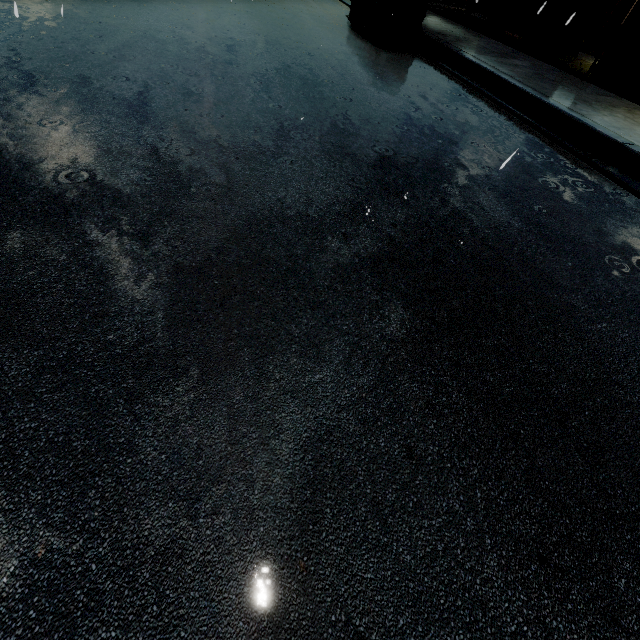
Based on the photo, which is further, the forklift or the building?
the forklift

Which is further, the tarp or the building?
the tarp

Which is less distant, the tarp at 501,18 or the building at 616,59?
the building at 616,59

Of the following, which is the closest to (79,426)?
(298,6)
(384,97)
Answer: (384,97)

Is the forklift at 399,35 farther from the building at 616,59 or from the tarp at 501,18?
the building at 616,59

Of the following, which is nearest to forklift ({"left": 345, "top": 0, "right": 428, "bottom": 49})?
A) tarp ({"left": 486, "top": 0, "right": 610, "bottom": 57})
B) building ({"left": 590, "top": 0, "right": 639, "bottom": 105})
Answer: tarp ({"left": 486, "top": 0, "right": 610, "bottom": 57})

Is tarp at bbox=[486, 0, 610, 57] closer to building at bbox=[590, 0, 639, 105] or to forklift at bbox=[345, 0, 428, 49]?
building at bbox=[590, 0, 639, 105]
